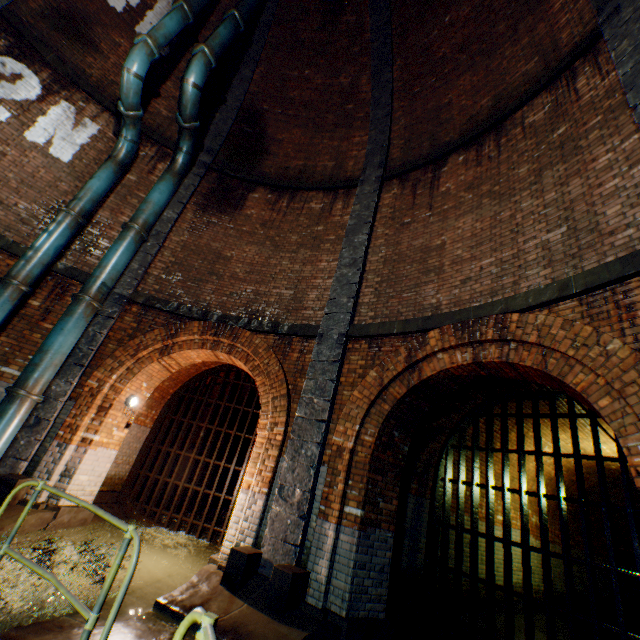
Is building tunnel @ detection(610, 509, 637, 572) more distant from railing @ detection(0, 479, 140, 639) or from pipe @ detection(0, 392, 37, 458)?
pipe @ detection(0, 392, 37, 458)

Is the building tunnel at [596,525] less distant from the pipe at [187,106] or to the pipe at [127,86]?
the pipe at [187,106]

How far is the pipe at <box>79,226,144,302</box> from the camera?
7.1 meters

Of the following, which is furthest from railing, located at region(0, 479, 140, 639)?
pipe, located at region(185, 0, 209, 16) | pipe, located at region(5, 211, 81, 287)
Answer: pipe, located at region(185, 0, 209, 16)

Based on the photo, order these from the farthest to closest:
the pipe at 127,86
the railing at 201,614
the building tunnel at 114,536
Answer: the pipe at 127,86, the building tunnel at 114,536, the railing at 201,614

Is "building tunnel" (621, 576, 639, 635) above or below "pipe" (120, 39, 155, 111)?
below

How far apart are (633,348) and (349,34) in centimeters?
1240cm

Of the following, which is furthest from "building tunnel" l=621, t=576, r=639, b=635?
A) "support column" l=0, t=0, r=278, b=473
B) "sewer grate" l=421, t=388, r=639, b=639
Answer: "support column" l=0, t=0, r=278, b=473
